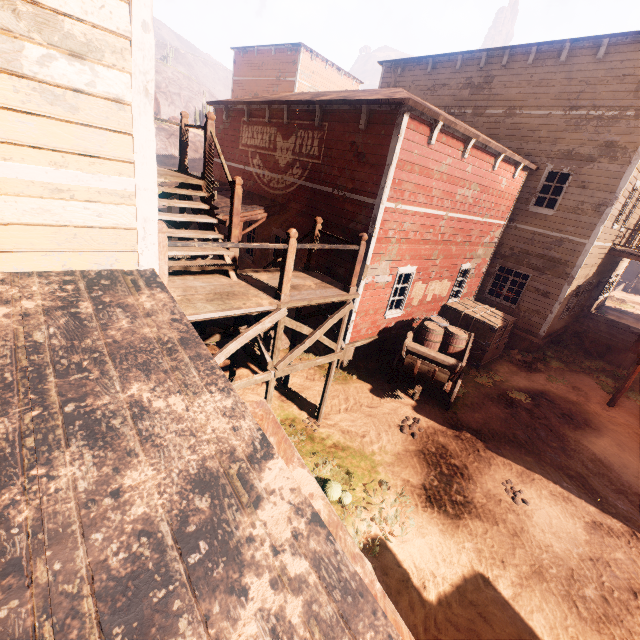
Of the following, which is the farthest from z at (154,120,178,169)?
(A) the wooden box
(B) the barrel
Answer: (B) the barrel

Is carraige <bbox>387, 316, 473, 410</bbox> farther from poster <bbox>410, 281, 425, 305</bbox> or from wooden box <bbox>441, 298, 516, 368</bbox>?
wooden box <bbox>441, 298, 516, 368</bbox>

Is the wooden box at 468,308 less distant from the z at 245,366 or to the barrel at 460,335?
the z at 245,366

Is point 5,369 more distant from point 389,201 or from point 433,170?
point 433,170

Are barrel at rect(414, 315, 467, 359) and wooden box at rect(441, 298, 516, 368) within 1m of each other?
no

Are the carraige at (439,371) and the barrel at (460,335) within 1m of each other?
yes

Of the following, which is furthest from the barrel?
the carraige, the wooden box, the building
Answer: the wooden box

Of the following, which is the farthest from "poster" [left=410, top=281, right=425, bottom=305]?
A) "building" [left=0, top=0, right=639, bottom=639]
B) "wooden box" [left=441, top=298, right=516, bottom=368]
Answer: "wooden box" [left=441, top=298, right=516, bottom=368]
